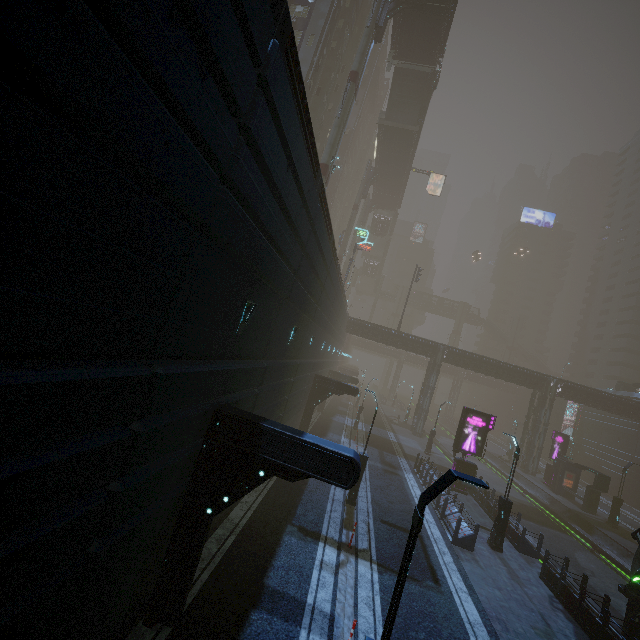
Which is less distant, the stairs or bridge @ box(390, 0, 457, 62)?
bridge @ box(390, 0, 457, 62)

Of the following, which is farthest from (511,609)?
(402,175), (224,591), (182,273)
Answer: (402,175)

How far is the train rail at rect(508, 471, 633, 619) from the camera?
18.2m

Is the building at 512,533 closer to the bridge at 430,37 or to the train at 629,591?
the train at 629,591

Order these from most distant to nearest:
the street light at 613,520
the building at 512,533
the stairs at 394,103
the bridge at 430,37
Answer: the stairs at 394,103, the bridge at 430,37, the street light at 613,520, the building at 512,533

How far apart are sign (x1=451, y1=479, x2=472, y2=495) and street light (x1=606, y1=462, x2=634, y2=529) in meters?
14.1 m

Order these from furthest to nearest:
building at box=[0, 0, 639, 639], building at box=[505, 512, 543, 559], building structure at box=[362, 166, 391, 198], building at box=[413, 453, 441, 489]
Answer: building structure at box=[362, 166, 391, 198] < building at box=[413, 453, 441, 489] < building at box=[505, 512, 543, 559] < building at box=[0, 0, 639, 639]

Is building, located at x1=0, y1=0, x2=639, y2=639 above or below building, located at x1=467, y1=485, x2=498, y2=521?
above
